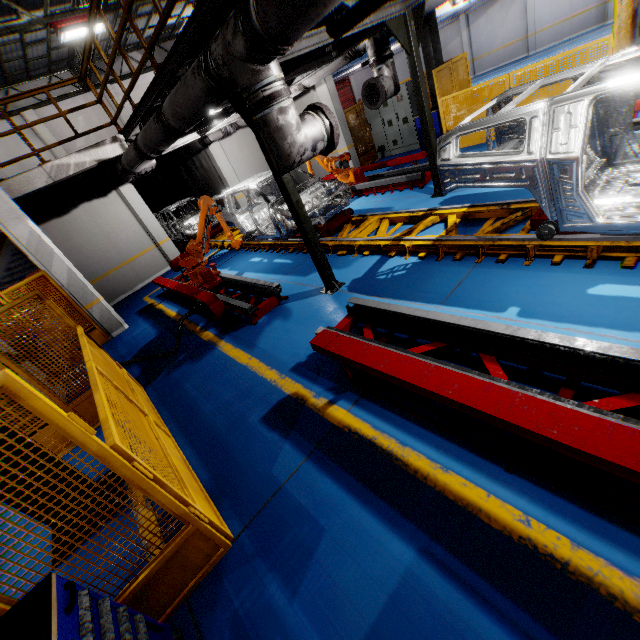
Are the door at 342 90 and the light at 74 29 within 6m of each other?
no

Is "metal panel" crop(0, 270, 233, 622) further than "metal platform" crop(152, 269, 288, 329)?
No

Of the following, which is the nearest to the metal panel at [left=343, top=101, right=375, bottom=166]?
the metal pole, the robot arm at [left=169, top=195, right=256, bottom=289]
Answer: the robot arm at [left=169, top=195, right=256, bottom=289]

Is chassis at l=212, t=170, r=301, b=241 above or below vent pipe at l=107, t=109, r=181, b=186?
below

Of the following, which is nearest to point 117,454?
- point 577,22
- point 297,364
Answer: point 297,364

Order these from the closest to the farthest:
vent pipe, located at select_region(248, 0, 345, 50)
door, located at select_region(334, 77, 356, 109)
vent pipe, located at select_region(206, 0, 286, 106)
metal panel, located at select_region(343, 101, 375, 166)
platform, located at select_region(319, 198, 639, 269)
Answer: vent pipe, located at select_region(248, 0, 345, 50) < vent pipe, located at select_region(206, 0, 286, 106) < platform, located at select_region(319, 198, 639, 269) < metal panel, located at select_region(343, 101, 375, 166) < door, located at select_region(334, 77, 356, 109)

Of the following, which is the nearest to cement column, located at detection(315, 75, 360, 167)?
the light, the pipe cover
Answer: the pipe cover

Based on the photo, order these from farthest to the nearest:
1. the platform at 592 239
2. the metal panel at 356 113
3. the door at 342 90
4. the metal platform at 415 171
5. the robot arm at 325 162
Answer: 1. the door at 342 90
2. the metal panel at 356 113
3. the robot arm at 325 162
4. the metal platform at 415 171
5. the platform at 592 239
